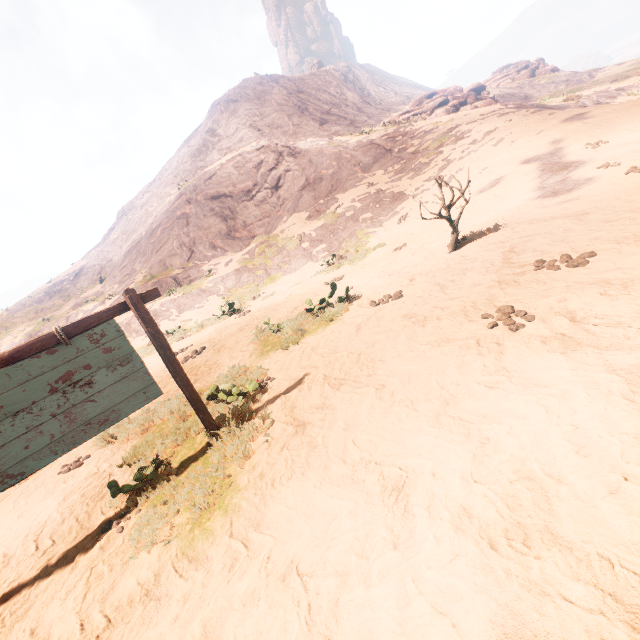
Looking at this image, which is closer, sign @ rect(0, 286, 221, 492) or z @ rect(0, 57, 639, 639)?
z @ rect(0, 57, 639, 639)

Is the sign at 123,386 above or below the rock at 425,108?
below

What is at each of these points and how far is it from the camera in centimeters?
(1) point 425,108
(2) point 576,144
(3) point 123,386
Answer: (1) rock, 3052cm
(2) z, 1189cm
(3) sign, 396cm

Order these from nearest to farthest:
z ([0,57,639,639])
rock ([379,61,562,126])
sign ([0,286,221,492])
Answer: z ([0,57,639,639]) → sign ([0,286,221,492]) → rock ([379,61,562,126])

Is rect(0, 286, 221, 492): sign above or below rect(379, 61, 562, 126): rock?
below

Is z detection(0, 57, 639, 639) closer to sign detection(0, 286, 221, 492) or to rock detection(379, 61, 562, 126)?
sign detection(0, 286, 221, 492)

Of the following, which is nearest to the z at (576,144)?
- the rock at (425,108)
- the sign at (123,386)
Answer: the sign at (123,386)
